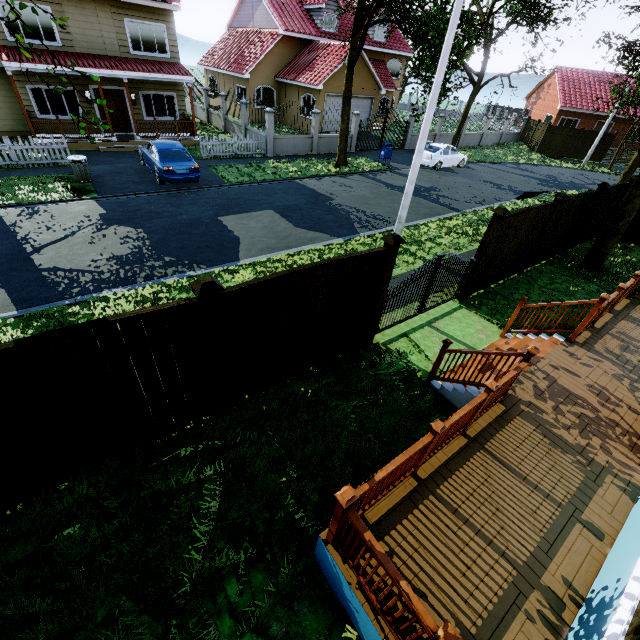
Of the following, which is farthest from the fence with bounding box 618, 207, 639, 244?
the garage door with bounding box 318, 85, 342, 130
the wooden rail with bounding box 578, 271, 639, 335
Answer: the garage door with bounding box 318, 85, 342, 130

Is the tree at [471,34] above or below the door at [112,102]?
above

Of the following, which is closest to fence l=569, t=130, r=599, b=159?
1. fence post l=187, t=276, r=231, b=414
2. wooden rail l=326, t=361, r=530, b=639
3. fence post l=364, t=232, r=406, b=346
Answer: fence post l=364, t=232, r=406, b=346

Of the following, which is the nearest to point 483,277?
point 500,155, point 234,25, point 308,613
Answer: point 308,613

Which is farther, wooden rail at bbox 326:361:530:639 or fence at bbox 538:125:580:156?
fence at bbox 538:125:580:156

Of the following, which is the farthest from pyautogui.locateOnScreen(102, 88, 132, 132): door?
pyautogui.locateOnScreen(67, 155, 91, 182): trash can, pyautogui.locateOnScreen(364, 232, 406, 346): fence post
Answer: pyautogui.locateOnScreen(364, 232, 406, 346): fence post

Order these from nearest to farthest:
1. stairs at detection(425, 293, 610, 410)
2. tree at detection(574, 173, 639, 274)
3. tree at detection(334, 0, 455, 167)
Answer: stairs at detection(425, 293, 610, 410) → tree at detection(574, 173, 639, 274) → tree at detection(334, 0, 455, 167)

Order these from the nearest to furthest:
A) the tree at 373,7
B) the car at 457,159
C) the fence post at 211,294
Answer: the fence post at 211,294, the tree at 373,7, the car at 457,159
